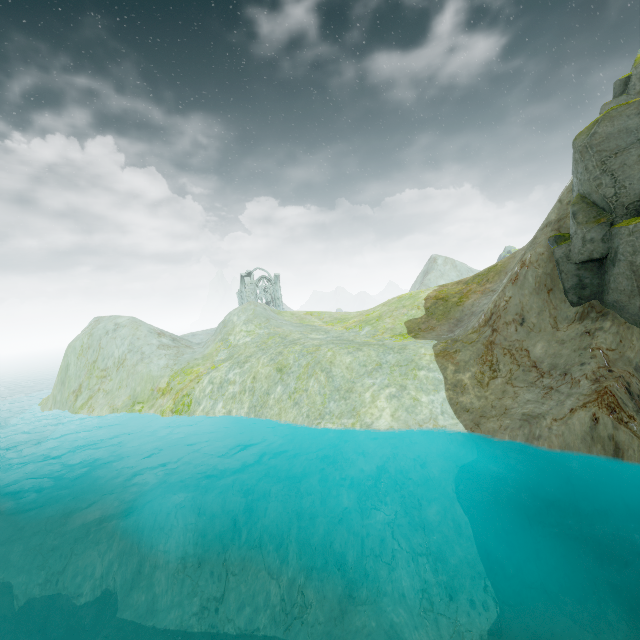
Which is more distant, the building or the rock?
the building

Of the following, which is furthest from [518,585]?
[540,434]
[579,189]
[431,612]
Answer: [579,189]

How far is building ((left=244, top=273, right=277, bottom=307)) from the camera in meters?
57.9 m

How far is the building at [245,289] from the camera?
57.9 meters

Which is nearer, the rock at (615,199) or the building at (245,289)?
the rock at (615,199)
